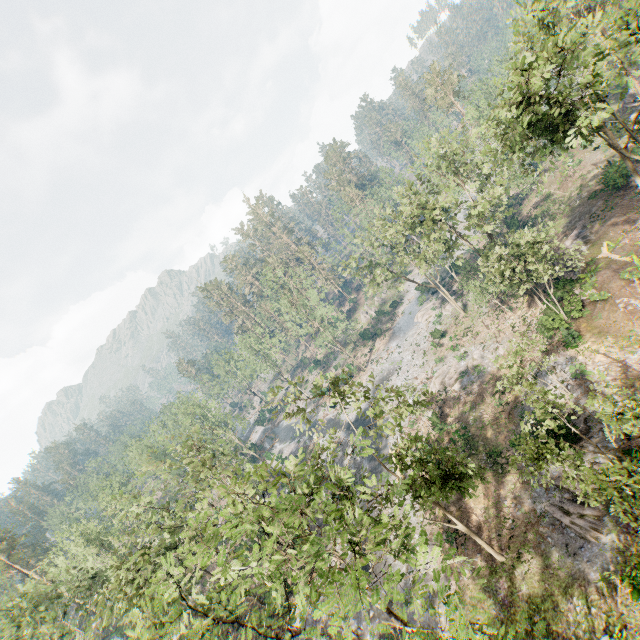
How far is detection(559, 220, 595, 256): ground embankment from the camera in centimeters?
2966cm

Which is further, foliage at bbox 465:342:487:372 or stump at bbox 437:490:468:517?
foliage at bbox 465:342:487:372

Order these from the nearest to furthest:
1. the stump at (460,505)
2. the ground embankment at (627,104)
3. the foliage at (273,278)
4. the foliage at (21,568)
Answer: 1. the foliage at (21,568)
2. the stump at (460,505)
3. the ground embankment at (627,104)
4. the foliage at (273,278)

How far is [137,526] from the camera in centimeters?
2619cm

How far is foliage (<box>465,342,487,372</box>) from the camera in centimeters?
3372cm

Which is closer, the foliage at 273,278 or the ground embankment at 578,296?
the ground embankment at 578,296

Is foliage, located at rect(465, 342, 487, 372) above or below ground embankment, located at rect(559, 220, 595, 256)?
below

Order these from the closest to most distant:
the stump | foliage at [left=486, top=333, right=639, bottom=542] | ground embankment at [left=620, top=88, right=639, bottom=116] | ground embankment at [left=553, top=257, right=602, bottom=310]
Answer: foliage at [left=486, top=333, right=639, bottom=542] → the stump → ground embankment at [left=553, top=257, right=602, bottom=310] → ground embankment at [left=620, top=88, right=639, bottom=116]
